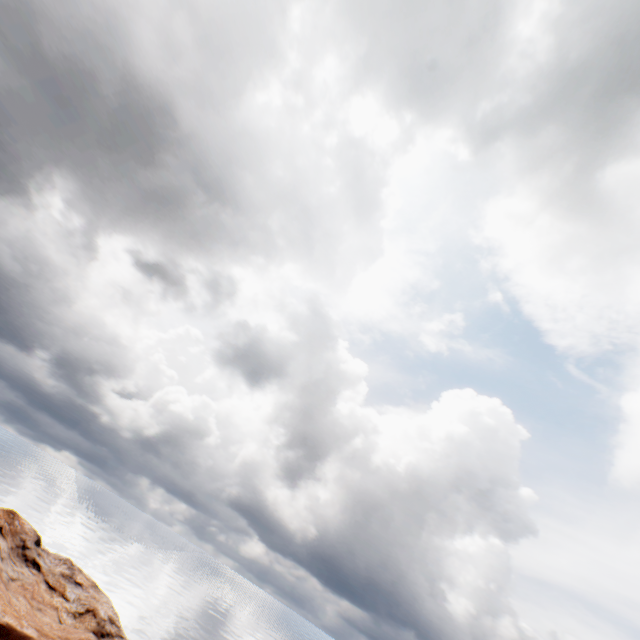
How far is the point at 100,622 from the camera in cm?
3919
